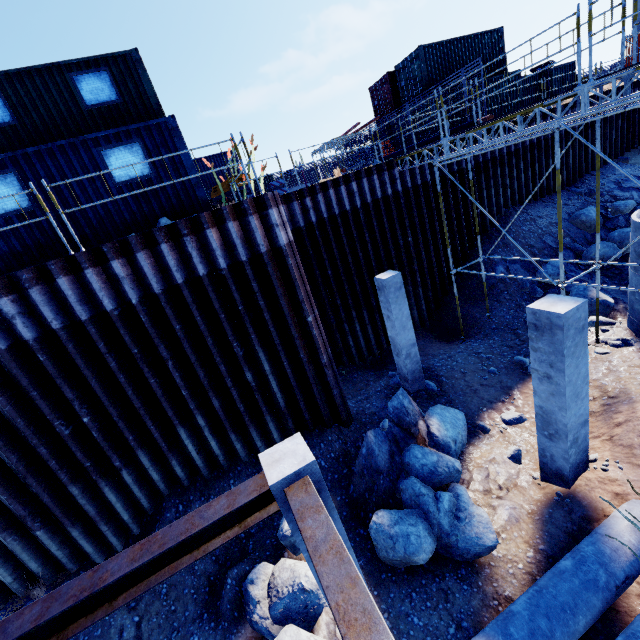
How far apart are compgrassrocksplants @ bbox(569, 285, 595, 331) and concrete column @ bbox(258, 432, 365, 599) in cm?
1135

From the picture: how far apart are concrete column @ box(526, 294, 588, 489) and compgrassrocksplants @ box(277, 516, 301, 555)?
4.5 meters

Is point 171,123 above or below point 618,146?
above

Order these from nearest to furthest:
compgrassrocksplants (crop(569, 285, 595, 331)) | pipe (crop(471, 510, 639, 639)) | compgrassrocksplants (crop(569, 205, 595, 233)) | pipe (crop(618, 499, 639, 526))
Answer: pipe (crop(471, 510, 639, 639)) < pipe (crop(618, 499, 639, 526)) < compgrassrocksplants (crop(569, 285, 595, 331)) < compgrassrocksplants (crop(569, 205, 595, 233))

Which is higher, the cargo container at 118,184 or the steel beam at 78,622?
the cargo container at 118,184

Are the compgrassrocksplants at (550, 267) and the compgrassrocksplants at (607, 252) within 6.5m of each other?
yes

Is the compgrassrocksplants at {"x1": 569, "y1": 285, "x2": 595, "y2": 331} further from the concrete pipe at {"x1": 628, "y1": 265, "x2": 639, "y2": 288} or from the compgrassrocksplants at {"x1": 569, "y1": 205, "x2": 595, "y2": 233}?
the compgrassrocksplants at {"x1": 569, "y1": 205, "x2": 595, "y2": 233}

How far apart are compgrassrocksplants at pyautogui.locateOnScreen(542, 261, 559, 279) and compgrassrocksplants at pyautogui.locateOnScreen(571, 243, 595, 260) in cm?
117
